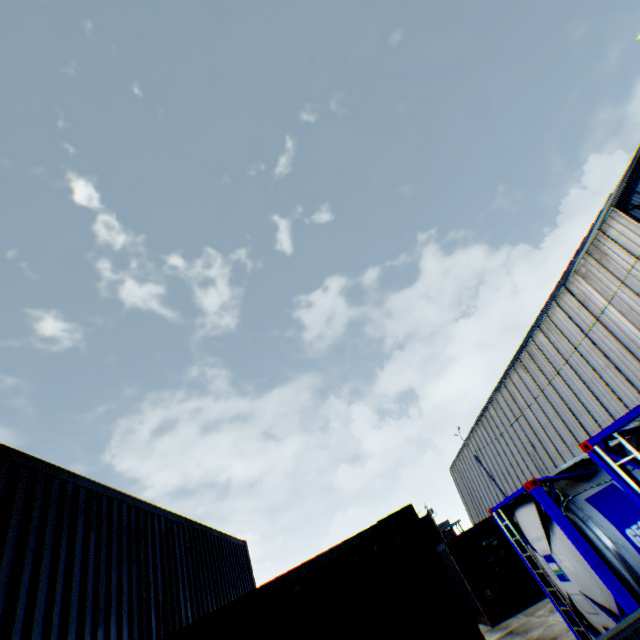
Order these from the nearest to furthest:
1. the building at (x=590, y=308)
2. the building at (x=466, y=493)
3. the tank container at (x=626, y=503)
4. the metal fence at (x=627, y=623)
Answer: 1. the metal fence at (x=627, y=623)
2. the tank container at (x=626, y=503)
3. the building at (x=590, y=308)
4. the building at (x=466, y=493)

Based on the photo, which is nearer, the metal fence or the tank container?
the metal fence

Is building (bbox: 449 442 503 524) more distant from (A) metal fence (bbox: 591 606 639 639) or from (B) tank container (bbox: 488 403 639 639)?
(A) metal fence (bbox: 591 606 639 639)

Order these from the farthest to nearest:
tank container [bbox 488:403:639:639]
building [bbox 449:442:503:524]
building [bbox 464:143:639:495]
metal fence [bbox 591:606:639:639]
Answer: building [bbox 449:442:503:524]
building [bbox 464:143:639:495]
tank container [bbox 488:403:639:639]
metal fence [bbox 591:606:639:639]

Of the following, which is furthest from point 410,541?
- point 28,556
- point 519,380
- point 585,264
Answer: point 519,380

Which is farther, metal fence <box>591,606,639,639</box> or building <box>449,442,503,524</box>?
building <box>449,442,503,524</box>

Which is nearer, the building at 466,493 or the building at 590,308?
the building at 590,308

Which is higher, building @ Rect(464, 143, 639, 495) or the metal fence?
building @ Rect(464, 143, 639, 495)
